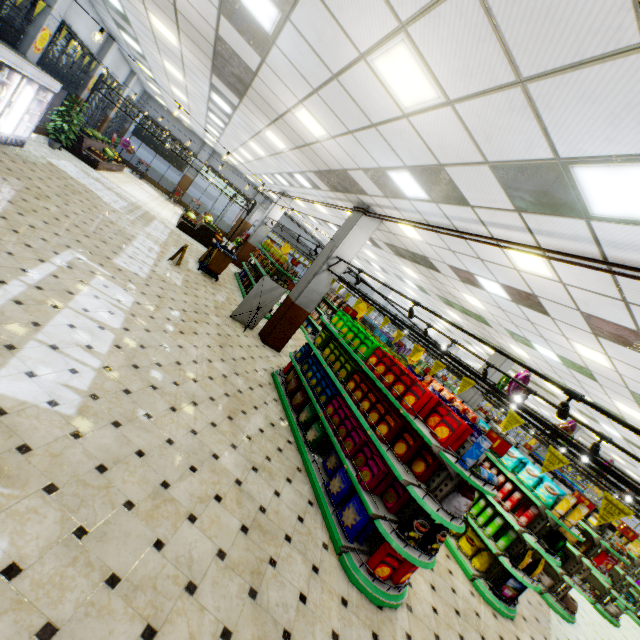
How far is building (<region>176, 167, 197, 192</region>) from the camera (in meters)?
24.62

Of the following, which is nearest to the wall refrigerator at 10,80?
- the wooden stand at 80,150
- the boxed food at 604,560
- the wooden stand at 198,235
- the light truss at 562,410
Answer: the wooden stand at 80,150

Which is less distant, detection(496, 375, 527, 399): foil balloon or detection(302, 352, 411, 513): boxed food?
detection(302, 352, 411, 513): boxed food

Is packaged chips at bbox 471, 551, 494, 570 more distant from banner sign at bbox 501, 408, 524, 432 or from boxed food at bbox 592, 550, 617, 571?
banner sign at bbox 501, 408, 524, 432

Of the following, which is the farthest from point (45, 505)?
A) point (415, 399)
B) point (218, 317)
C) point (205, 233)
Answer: point (205, 233)

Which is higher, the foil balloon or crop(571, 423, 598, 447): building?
crop(571, 423, 598, 447): building

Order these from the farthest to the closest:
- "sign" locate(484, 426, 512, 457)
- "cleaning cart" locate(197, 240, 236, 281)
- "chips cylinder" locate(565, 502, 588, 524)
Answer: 1. "cleaning cart" locate(197, 240, 236, 281)
2. "chips cylinder" locate(565, 502, 588, 524)
3. "sign" locate(484, 426, 512, 457)

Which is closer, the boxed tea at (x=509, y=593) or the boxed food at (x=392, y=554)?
the boxed food at (x=392, y=554)
